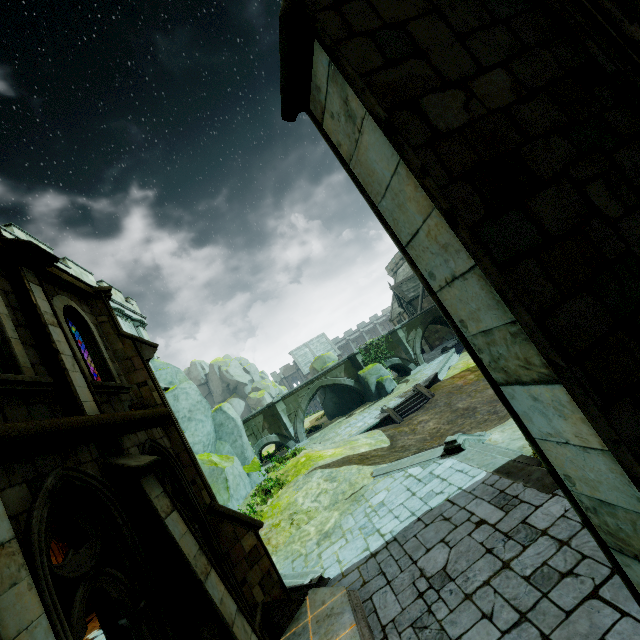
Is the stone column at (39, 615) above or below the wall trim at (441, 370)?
above

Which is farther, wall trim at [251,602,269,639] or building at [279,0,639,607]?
wall trim at [251,602,269,639]

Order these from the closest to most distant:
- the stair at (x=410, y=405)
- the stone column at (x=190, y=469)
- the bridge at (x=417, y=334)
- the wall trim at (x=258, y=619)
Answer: the wall trim at (x=258, y=619) → the stone column at (x=190, y=469) → the stair at (x=410, y=405) → the bridge at (x=417, y=334)

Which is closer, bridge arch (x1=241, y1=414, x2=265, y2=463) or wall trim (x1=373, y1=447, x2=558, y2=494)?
wall trim (x1=373, y1=447, x2=558, y2=494)

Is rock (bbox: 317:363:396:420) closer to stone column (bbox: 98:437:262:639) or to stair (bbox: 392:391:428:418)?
stair (bbox: 392:391:428:418)

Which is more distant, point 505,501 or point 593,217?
point 505,501

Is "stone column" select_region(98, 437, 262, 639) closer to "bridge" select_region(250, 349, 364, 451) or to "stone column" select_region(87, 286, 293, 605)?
"stone column" select_region(87, 286, 293, 605)

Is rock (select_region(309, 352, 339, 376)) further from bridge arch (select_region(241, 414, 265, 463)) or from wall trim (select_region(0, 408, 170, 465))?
wall trim (select_region(0, 408, 170, 465))
